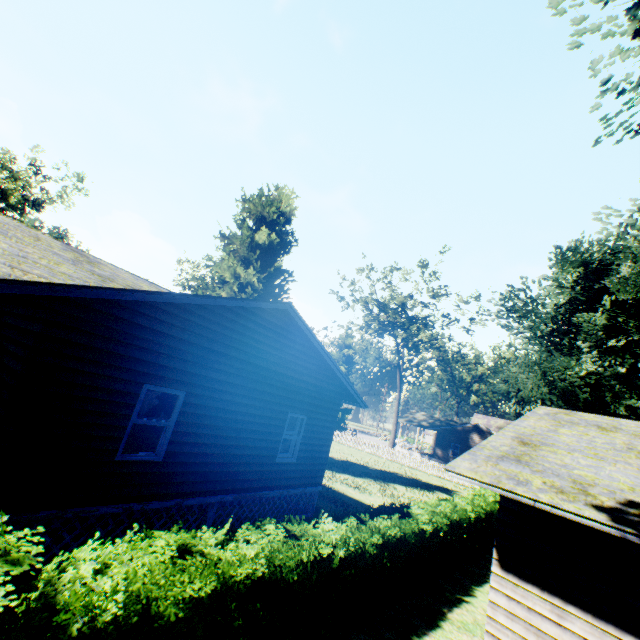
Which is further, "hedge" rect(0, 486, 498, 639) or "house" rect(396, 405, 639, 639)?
"house" rect(396, 405, 639, 639)

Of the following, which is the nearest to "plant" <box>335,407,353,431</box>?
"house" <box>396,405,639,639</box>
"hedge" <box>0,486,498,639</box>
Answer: "hedge" <box>0,486,498,639</box>

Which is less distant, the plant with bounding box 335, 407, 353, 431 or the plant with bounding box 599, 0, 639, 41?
the plant with bounding box 599, 0, 639, 41

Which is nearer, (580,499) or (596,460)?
(580,499)

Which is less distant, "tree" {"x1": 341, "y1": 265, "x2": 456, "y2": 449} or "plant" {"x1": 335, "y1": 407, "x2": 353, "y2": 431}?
"tree" {"x1": 341, "y1": 265, "x2": 456, "y2": 449}

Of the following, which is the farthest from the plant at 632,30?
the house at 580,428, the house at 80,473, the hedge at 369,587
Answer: the house at 580,428

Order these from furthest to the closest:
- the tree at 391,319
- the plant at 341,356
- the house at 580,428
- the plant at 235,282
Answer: the plant at 341,356, the tree at 391,319, the plant at 235,282, the house at 580,428
